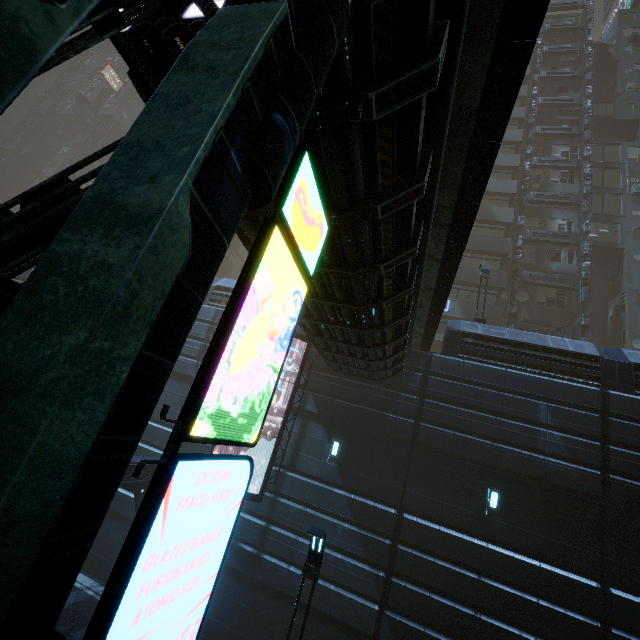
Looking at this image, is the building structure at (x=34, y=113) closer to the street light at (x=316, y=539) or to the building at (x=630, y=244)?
the building at (x=630, y=244)

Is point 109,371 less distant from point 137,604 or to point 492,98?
point 137,604

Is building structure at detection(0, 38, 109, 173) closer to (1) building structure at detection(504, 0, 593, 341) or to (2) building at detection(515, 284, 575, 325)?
(2) building at detection(515, 284, 575, 325)

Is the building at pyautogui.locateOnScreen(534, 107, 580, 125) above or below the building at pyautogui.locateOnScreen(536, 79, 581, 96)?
below

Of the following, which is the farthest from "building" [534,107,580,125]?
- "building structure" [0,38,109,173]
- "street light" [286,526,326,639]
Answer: "street light" [286,526,326,639]

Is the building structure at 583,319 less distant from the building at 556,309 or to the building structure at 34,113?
the building at 556,309

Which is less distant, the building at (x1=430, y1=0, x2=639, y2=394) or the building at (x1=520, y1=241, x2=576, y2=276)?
the building at (x1=430, y1=0, x2=639, y2=394)

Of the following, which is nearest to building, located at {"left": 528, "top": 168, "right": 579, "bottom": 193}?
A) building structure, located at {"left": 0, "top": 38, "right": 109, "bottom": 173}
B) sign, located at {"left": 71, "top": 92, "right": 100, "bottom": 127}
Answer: building structure, located at {"left": 0, "top": 38, "right": 109, "bottom": 173}
